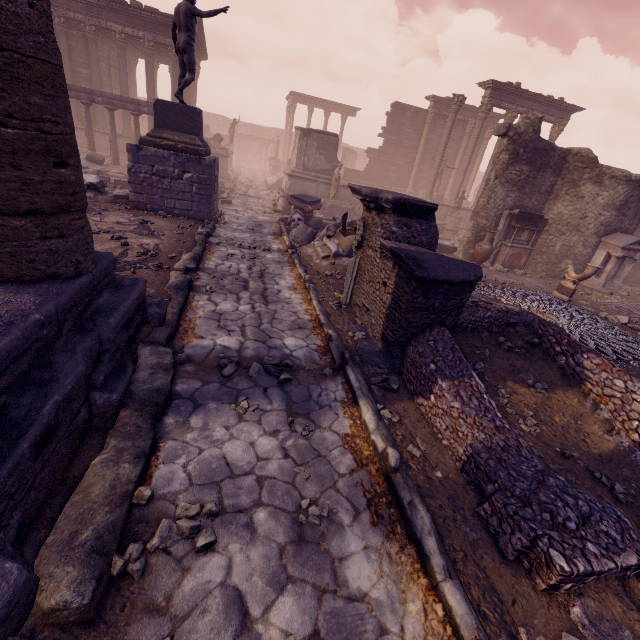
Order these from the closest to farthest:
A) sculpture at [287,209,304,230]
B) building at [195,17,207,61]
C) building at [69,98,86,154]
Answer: sculpture at [287,209,304,230]
building at [69,98,86,154]
building at [195,17,207,61]

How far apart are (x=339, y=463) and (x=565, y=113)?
25.4 meters

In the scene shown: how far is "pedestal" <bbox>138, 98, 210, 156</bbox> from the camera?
9.2m

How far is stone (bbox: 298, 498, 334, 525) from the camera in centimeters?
263cm

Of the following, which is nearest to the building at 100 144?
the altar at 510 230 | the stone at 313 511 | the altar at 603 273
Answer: the altar at 510 230

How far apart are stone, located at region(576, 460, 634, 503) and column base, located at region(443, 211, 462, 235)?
17.45m

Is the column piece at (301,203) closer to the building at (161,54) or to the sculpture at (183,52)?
the sculpture at (183,52)

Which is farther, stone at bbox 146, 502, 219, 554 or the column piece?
the column piece
